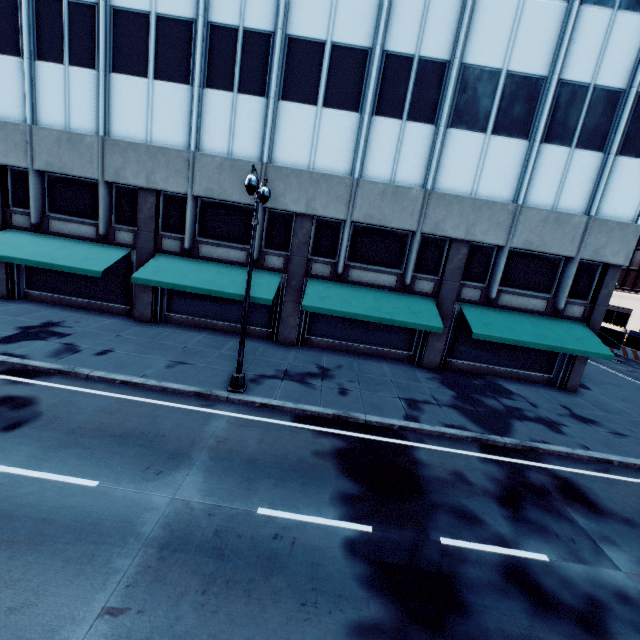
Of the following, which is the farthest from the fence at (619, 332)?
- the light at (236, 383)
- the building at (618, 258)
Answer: the light at (236, 383)

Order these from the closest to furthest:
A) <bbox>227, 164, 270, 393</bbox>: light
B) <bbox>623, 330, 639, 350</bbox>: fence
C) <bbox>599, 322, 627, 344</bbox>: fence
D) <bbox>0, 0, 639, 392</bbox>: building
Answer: <bbox>227, 164, 270, 393</bbox>: light, <bbox>0, 0, 639, 392</bbox>: building, <bbox>623, 330, 639, 350</bbox>: fence, <bbox>599, 322, 627, 344</bbox>: fence

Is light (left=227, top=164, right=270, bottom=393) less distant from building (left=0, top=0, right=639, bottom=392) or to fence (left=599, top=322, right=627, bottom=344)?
building (left=0, top=0, right=639, bottom=392)

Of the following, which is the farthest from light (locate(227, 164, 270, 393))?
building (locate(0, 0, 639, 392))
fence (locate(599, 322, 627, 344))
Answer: fence (locate(599, 322, 627, 344))

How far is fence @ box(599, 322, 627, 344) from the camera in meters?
32.4

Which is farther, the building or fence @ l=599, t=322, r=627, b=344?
fence @ l=599, t=322, r=627, b=344

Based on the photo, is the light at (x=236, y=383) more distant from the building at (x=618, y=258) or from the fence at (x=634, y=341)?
the fence at (x=634, y=341)

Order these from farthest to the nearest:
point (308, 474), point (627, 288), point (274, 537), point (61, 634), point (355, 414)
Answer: point (627, 288) → point (355, 414) → point (308, 474) → point (274, 537) → point (61, 634)
